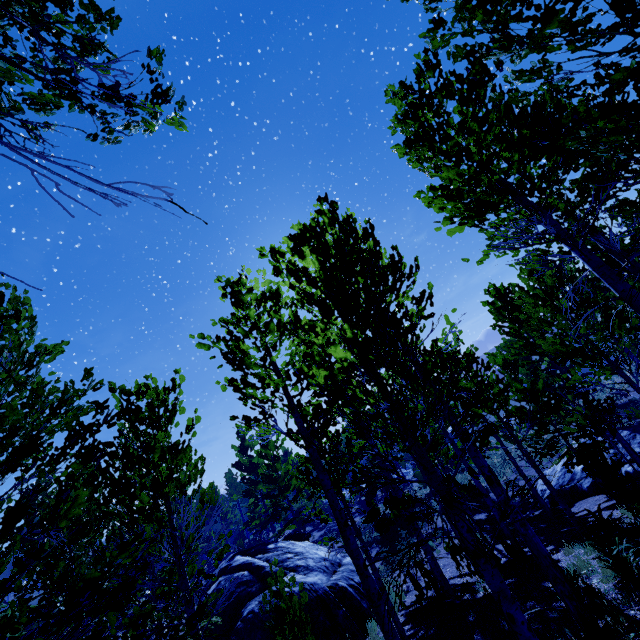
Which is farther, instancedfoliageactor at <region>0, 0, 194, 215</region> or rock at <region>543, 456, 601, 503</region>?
rock at <region>543, 456, 601, 503</region>

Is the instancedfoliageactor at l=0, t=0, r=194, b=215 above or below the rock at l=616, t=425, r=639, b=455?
above

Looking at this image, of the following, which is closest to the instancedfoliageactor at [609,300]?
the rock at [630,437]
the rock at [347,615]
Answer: the rock at [630,437]

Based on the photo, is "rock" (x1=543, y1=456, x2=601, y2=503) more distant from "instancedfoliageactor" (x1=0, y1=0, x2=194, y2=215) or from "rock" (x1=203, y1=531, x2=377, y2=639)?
"rock" (x1=203, y1=531, x2=377, y2=639)

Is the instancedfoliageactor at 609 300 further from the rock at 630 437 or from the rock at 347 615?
the rock at 347 615

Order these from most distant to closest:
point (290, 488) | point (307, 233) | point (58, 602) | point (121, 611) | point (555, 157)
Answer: point (290, 488)
point (58, 602)
point (121, 611)
point (307, 233)
point (555, 157)

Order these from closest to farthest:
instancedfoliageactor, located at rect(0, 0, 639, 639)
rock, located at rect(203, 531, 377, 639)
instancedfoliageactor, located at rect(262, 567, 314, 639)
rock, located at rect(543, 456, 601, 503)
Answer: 1. instancedfoliageactor, located at rect(0, 0, 639, 639)
2. instancedfoliageactor, located at rect(262, 567, 314, 639)
3. rock, located at rect(203, 531, 377, 639)
4. rock, located at rect(543, 456, 601, 503)
